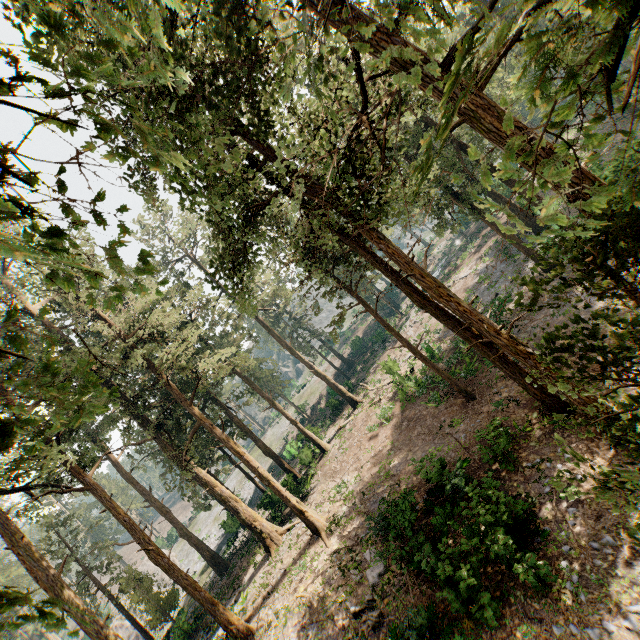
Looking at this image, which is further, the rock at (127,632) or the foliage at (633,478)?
the rock at (127,632)

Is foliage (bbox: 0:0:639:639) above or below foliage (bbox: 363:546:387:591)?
above

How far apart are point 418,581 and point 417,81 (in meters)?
16.77

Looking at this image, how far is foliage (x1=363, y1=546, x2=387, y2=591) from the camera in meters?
14.4 m

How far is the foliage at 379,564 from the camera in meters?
14.4

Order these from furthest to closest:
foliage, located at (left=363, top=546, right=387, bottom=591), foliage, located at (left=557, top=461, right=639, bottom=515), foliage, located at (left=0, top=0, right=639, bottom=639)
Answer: foliage, located at (left=363, top=546, right=387, bottom=591)
foliage, located at (left=557, top=461, right=639, bottom=515)
foliage, located at (left=0, top=0, right=639, bottom=639)
